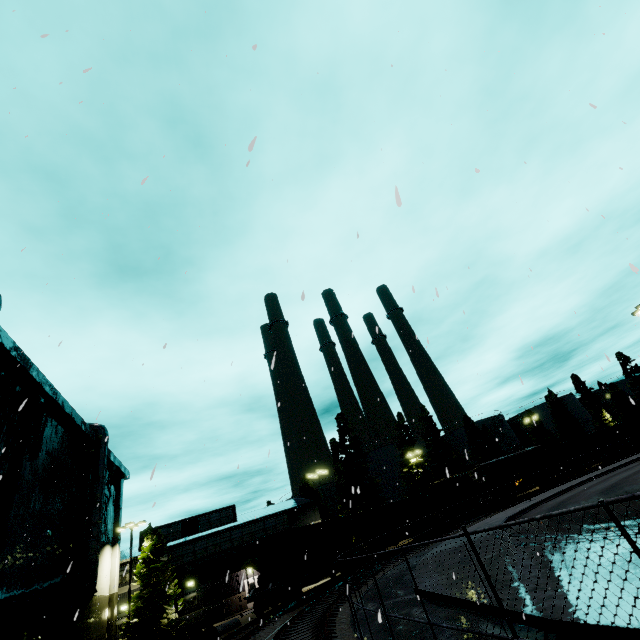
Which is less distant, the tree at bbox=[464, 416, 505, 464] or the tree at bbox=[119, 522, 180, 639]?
the tree at bbox=[119, 522, 180, 639]

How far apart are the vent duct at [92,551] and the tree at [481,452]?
55.23m

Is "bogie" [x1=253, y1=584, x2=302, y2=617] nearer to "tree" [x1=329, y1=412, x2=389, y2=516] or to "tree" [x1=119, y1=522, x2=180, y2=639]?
"tree" [x1=119, y1=522, x2=180, y2=639]

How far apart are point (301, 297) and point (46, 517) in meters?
27.4 m

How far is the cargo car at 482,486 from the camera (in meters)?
39.31

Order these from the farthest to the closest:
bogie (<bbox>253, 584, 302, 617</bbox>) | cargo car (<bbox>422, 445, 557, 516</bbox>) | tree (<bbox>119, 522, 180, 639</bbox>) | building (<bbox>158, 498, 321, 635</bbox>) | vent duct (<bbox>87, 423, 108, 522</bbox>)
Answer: cargo car (<bbox>422, 445, 557, 516</bbox>), building (<bbox>158, 498, 321, 635</bbox>), tree (<bbox>119, 522, 180, 639</bbox>), vent duct (<bbox>87, 423, 108, 522</bbox>), bogie (<bbox>253, 584, 302, 617</bbox>)

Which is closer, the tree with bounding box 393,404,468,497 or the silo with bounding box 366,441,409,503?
the tree with bounding box 393,404,468,497

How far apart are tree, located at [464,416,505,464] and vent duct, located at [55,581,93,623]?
55.2m
